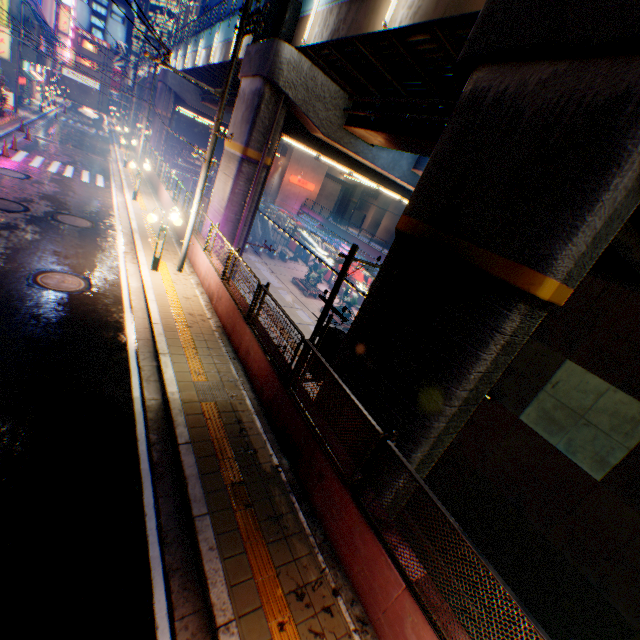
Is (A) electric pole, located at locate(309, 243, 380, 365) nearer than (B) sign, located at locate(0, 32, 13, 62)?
Yes

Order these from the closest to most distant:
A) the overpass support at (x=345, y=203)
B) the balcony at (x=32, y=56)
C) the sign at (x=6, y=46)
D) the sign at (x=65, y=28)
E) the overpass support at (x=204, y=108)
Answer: the sign at (x=6, y=46), the balcony at (x=32, y=56), the overpass support at (x=204, y=108), the sign at (x=65, y=28), the overpass support at (x=345, y=203)

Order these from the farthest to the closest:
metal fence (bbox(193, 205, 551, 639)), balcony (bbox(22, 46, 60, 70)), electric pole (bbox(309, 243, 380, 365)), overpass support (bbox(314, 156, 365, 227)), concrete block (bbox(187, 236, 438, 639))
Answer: overpass support (bbox(314, 156, 365, 227)), balcony (bbox(22, 46, 60, 70)), electric pole (bbox(309, 243, 380, 365)), concrete block (bbox(187, 236, 438, 639)), metal fence (bbox(193, 205, 551, 639))

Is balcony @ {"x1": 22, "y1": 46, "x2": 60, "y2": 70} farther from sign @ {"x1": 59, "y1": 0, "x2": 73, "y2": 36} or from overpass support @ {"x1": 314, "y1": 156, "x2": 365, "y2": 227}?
overpass support @ {"x1": 314, "y1": 156, "x2": 365, "y2": 227}

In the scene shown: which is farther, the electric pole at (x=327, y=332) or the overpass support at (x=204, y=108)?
the overpass support at (x=204, y=108)

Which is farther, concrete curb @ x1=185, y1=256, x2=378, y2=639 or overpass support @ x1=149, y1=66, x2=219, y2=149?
overpass support @ x1=149, y1=66, x2=219, y2=149

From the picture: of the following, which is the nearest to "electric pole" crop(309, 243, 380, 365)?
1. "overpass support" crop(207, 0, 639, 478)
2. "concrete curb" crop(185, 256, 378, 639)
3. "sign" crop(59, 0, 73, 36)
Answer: "overpass support" crop(207, 0, 639, 478)

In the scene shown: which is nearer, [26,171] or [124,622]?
[124,622]
